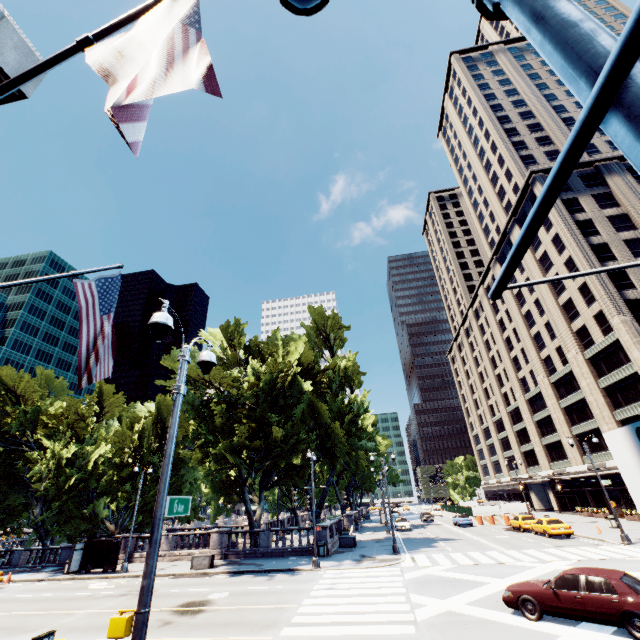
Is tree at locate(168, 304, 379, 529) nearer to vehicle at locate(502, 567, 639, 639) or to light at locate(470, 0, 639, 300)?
vehicle at locate(502, 567, 639, 639)

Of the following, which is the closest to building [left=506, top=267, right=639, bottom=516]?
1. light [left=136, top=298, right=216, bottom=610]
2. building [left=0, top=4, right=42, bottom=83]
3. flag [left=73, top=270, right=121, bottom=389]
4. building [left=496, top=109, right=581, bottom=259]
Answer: building [left=496, top=109, right=581, bottom=259]

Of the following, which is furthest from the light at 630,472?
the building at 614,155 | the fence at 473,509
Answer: the fence at 473,509

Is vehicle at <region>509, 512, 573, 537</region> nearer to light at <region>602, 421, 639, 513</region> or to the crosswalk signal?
the crosswalk signal

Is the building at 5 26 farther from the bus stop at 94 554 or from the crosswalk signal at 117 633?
A: the bus stop at 94 554

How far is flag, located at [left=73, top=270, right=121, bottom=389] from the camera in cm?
557

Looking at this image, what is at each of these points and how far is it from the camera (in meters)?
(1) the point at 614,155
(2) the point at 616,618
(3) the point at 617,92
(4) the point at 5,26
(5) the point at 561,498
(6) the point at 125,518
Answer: (1) building, 45.28
(2) vehicle, 9.54
(3) light, 0.89
(4) building, 4.25
(5) building, 50.72
(6) tree, 39.72

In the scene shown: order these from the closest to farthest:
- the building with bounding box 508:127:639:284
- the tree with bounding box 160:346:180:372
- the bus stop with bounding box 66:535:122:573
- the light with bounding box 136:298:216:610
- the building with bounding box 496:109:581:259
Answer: the light with bounding box 136:298:216:610 < the bus stop with bounding box 66:535:122:573 < the tree with bounding box 160:346:180:372 < the building with bounding box 508:127:639:284 < the building with bounding box 496:109:581:259
